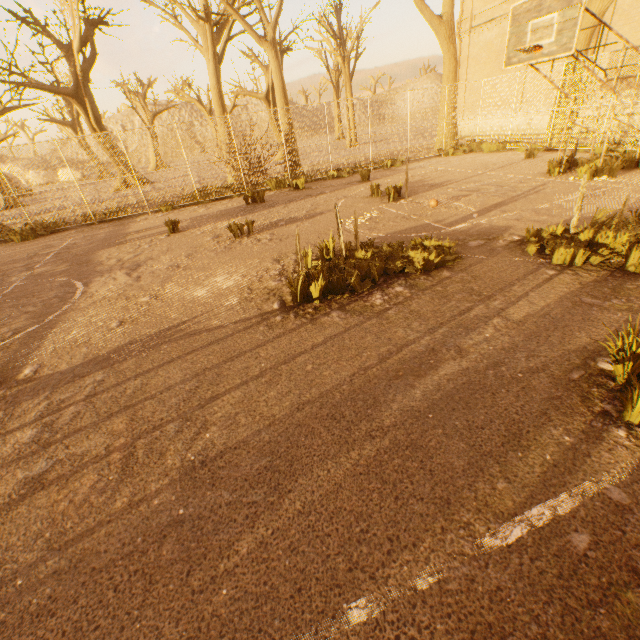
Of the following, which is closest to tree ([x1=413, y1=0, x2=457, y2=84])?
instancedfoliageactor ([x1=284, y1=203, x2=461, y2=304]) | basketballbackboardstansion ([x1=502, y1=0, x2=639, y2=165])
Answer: basketballbackboardstansion ([x1=502, y1=0, x2=639, y2=165])

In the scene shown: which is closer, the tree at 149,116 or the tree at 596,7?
the tree at 596,7

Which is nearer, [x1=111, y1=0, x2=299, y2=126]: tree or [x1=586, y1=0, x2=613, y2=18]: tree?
[x1=586, y1=0, x2=613, y2=18]: tree

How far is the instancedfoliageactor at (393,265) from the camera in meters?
4.7

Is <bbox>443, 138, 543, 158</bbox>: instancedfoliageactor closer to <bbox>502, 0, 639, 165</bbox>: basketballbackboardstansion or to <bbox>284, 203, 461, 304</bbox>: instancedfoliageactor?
<bbox>502, 0, 639, 165</bbox>: basketballbackboardstansion

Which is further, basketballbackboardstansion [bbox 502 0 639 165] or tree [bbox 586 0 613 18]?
tree [bbox 586 0 613 18]

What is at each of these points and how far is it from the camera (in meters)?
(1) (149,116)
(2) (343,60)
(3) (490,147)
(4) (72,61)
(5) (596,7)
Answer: (1) tree, 36.50
(2) tree, 26.30
(3) instancedfoliageactor, 15.20
(4) tree, 19.23
(5) tree, 10.87

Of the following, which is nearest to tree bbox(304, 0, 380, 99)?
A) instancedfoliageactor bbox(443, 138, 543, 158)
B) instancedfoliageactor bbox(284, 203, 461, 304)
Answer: instancedfoliageactor bbox(443, 138, 543, 158)
